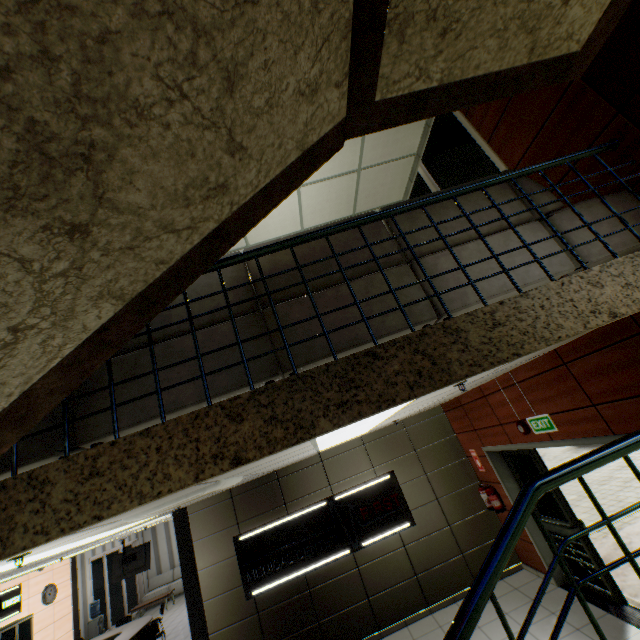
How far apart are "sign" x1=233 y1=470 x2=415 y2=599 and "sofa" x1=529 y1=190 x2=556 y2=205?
4.92m

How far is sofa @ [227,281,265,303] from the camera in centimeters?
213cm

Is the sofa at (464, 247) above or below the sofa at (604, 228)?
above

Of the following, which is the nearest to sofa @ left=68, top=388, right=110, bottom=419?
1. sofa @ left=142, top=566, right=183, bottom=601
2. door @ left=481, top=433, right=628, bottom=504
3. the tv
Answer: door @ left=481, top=433, right=628, bottom=504

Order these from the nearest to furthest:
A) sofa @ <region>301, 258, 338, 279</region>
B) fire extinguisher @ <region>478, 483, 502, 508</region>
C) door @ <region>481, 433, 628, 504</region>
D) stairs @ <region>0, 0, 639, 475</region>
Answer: stairs @ <region>0, 0, 639, 475</region> → sofa @ <region>301, 258, 338, 279</region> → door @ <region>481, 433, 628, 504</region> → fire extinguisher @ <region>478, 483, 502, 508</region>

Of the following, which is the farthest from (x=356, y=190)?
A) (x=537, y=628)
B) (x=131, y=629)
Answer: (x=131, y=629)

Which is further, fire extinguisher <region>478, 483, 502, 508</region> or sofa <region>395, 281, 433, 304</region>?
fire extinguisher <region>478, 483, 502, 508</region>

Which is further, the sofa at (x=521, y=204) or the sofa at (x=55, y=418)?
the sofa at (x=521, y=204)
